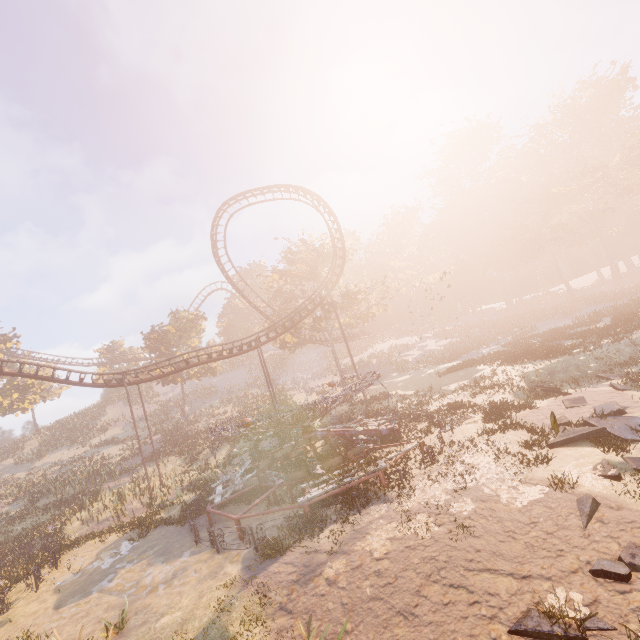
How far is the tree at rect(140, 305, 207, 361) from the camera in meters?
43.4

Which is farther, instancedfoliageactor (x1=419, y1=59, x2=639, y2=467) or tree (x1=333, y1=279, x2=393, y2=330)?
tree (x1=333, y1=279, x2=393, y2=330)

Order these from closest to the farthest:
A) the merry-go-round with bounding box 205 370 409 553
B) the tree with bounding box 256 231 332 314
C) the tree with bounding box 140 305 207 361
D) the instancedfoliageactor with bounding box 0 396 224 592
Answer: the merry-go-round with bounding box 205 370 409 553 → the instancedfoliageactor with bounding box 0 396 224 592 → the tree with bounding box 256 231 332 314 → the tree with bounding box 140 305 207 361

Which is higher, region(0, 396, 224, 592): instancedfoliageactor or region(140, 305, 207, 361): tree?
region(140, 305, 207, 361): tree

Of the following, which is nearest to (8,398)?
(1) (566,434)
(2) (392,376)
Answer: (2) (392,376)

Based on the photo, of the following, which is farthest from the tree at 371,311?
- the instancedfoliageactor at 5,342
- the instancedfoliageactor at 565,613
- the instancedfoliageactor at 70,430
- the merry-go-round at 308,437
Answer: the instancedfoliageactor at 565,613

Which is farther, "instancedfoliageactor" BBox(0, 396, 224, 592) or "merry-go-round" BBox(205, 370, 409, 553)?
"instancedfoliageactor" BBox(0, 396, 224, 592)

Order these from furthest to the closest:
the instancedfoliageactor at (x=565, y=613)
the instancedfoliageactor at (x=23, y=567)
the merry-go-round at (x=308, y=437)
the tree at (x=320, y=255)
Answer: the tree at (x=320, y=255) < the instancedfoliageactor at (x=23, y=567) < the merry-go-round at (x=308, y=437) < the instancedfoliageactor at (x=565, y=613)
